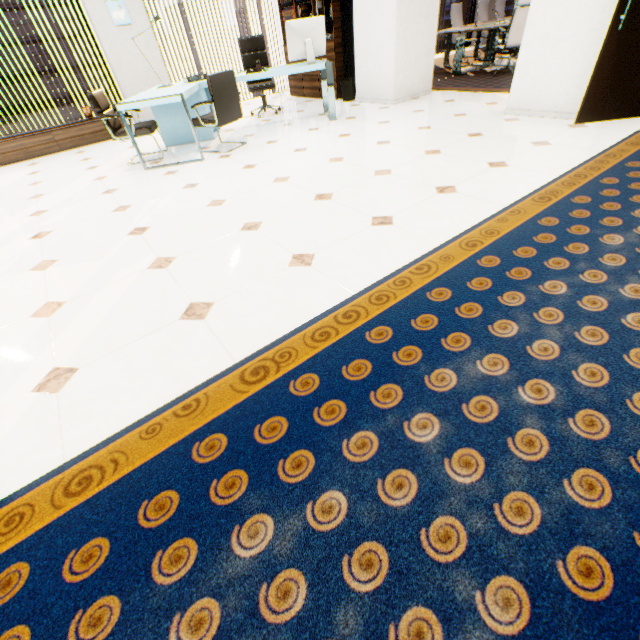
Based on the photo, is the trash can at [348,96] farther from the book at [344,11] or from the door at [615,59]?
the door at [615,59]

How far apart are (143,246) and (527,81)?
4.8m

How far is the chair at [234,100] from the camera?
4.0m

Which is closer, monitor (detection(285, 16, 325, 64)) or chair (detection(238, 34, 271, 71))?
monitor (detection(285, 16, 325, 64))

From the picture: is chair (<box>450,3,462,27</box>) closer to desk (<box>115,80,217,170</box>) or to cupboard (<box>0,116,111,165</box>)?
desk (<box>115,80,217,170</box>)

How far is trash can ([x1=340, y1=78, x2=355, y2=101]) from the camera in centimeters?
613cm

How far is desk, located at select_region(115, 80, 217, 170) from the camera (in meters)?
3.85

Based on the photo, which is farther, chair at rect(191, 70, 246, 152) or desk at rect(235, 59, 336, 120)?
desk at rect(235, 59, 336, 120)
